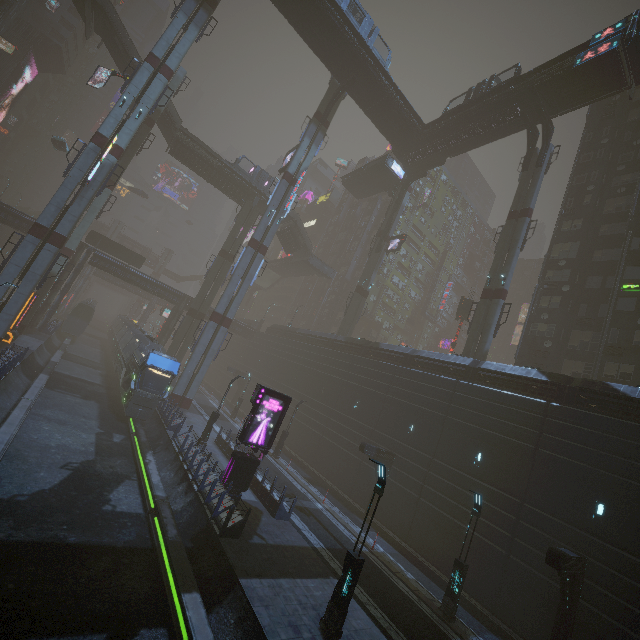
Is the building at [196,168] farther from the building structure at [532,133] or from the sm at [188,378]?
the building structure at [532,133]

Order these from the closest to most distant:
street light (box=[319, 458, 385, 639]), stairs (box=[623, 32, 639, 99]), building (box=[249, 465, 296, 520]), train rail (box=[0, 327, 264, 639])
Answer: train rail (box=[0, 327, 264, 639]) < street light (box=[319, 458, 385, 639]) < building (box=[249, 465, 296, 520]) < stairs (box=[623, 32, 639, 99])

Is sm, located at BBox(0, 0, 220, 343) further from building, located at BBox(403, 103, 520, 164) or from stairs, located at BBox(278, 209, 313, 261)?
building, located at BBox(403, 103, 520, 164)

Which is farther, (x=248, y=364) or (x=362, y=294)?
(x=248, y=364)

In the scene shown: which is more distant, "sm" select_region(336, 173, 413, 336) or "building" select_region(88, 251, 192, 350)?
"sm" select_region(336, 173, 413, 336)

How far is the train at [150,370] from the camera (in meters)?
24.53

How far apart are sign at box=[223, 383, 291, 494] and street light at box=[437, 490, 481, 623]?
10.2m

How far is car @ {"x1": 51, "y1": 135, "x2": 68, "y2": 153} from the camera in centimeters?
4375cm
